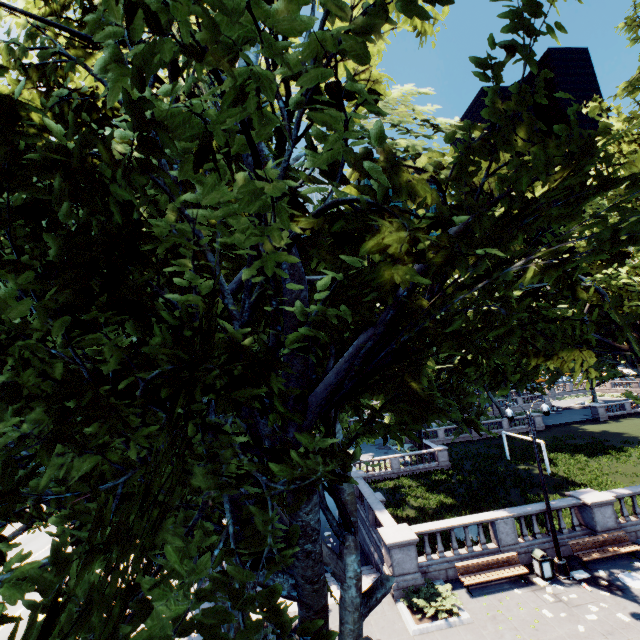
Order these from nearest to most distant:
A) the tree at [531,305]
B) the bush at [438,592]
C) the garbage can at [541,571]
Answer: the tree at [531,305], the bush at [438,592], the garbage can at [541,571]

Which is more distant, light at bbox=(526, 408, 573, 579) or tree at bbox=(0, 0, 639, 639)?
light at bbox=(526, 408, 573, 579)

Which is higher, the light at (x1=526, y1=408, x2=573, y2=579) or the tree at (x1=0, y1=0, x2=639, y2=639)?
the tree at (x1=0, y1=0, x2=639, y2=639)

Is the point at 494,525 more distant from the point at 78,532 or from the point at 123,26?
the point at 123,26

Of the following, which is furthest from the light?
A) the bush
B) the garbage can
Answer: the bush

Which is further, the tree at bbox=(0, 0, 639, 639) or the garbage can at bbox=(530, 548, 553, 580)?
the garbage can at bbox=(530, 548, 553, 580)

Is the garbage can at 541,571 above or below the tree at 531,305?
below

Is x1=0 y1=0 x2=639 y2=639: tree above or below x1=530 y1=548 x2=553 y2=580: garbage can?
above
